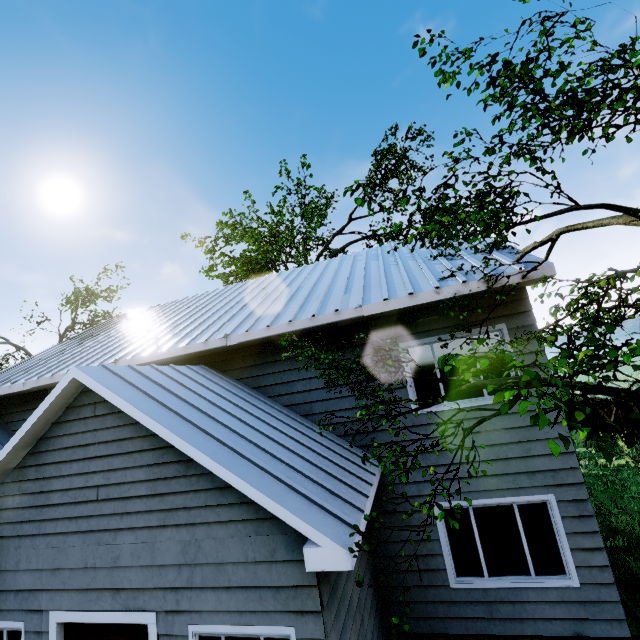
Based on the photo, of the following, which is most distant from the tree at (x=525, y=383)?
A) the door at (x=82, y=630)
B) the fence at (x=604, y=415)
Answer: the door at (x=82, y=630)

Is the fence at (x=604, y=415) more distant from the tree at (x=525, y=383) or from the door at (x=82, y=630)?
the door at (x=82, y=630)

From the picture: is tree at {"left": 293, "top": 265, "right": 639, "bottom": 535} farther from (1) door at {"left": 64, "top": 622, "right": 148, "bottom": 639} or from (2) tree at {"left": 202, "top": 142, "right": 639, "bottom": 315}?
(1) door at {"left": 64, "top": 622, "right": 148, "bottom": 639}

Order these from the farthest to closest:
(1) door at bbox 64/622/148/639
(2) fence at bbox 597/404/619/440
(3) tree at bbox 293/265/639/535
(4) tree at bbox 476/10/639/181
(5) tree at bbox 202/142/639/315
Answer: (2) fence at bbox 597/404/619/440
(1) door at bbox 64/622/148/639
(5) tree at bbox 202/142/639/315
(4) tree at bbox 476/10/639/181
(3) tree at bbox 293/265/639/535

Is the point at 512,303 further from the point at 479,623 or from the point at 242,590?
the point at 242,590

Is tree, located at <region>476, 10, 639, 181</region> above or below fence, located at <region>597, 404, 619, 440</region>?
above

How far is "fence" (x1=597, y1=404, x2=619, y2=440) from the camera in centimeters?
1434cm

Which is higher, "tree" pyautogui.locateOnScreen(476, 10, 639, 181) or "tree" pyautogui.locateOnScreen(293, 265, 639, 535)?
"tree" pyautogui.locateOnScreen(476, 10, 639, 181)
